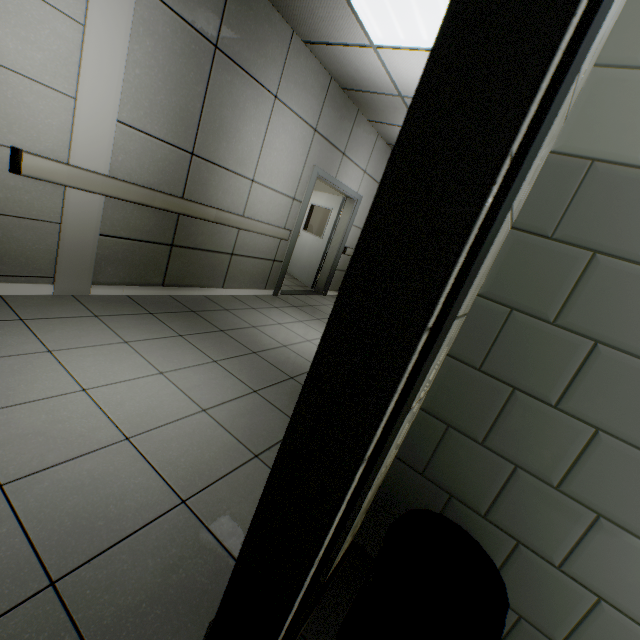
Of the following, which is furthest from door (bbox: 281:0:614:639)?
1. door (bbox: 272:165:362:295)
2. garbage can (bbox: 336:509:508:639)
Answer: door (bbox: 272:165:362:295)

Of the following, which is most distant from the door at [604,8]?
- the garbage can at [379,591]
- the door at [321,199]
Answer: the door at [321,199]

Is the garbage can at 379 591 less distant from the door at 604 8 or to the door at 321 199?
the door at 604 8

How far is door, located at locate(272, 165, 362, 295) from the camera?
5.29m

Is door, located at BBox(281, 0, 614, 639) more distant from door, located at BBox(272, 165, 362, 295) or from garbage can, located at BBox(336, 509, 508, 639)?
door, located at BBox(272, 165, 362, 295)

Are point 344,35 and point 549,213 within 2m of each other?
no
